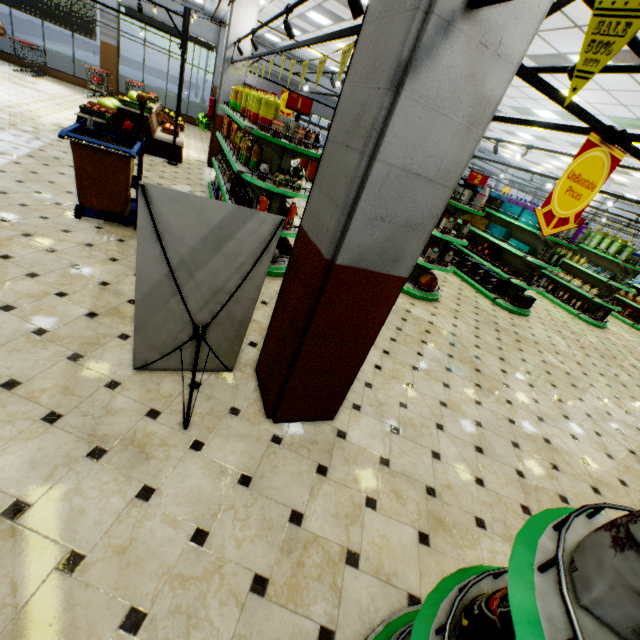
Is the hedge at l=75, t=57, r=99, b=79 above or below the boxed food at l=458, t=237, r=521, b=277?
below

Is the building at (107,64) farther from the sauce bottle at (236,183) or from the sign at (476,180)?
the sign at (476,180)

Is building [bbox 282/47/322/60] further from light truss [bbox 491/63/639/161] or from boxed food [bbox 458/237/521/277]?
boxed food [bbox 458/237/521/277]

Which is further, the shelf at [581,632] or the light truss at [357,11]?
the light truss at [357,11]

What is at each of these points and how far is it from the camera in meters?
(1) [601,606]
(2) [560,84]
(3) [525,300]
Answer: (1) packaged chips, 0.9 m
(2) building, 7.8 m
(3) boxed food, 8.1 m

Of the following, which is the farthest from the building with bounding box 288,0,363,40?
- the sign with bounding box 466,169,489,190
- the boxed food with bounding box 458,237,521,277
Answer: the sign with bounding box 466,169,489,190

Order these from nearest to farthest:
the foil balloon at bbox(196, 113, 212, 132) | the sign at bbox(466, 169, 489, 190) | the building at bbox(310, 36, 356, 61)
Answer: the sign at bbox(466, 169, 489, 190) → the foil balloon at bbox(196, 113, 212, 132) → the building at bbox(310, 36, 356, 61)

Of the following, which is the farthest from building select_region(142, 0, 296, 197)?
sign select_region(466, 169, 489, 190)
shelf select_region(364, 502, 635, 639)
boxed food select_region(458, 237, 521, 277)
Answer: sign select_region(466, 169, 489, 190)
